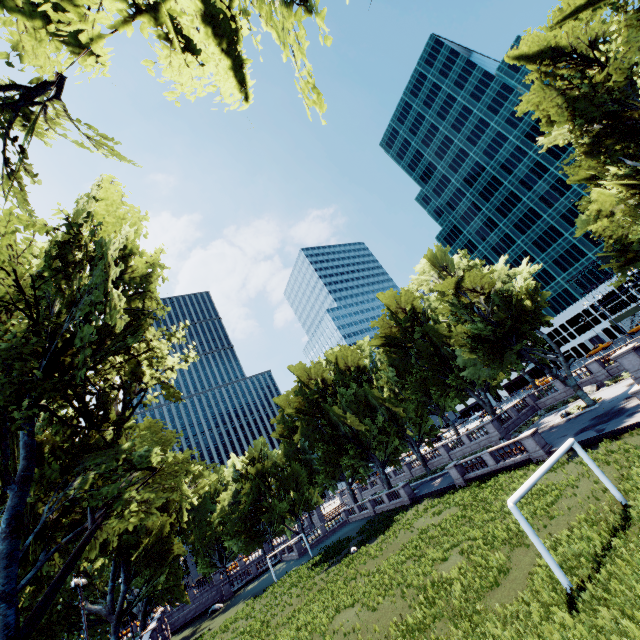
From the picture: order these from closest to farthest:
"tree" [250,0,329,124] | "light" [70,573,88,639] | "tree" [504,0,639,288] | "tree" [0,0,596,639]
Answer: "tree" [250,0,329,124]
"tree" [0,0,596,639]
"tree" [504,0,639,288]
"light" [70,573,88,639]

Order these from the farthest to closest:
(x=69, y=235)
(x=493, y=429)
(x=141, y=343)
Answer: (x=493, y=429) → (x=141, y=343) → (x=69, y=235)

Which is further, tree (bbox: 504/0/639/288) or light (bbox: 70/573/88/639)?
light (bbox: 70/573/88/639)

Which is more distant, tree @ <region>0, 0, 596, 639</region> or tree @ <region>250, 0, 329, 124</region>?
tree @ <region>0, 0, 596, 639</region>

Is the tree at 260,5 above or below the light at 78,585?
above

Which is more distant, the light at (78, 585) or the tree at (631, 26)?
the light at (78, 585)
